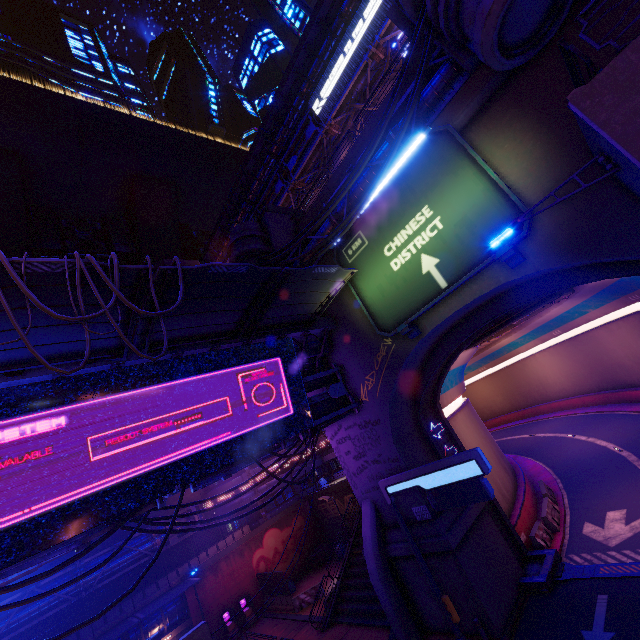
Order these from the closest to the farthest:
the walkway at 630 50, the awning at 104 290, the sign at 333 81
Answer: the walkway at 630 50 → the awning at 104 290 → the sign at 333 81

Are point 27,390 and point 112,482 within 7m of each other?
yes

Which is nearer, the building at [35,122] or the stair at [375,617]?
the stair at [375,617]

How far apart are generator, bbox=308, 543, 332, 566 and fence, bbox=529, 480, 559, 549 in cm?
2134

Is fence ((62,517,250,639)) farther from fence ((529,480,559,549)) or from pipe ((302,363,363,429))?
fence ((529,480,559,549))

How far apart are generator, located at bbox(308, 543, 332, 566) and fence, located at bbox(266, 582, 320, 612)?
5.1m

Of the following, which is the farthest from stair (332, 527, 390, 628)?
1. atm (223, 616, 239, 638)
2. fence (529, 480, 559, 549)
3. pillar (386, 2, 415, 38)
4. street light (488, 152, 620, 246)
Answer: pillar (386, 2, 415, 38)

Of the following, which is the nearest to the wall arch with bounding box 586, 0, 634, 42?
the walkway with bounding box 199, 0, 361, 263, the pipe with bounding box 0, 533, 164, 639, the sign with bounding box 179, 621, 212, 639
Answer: the walkway with bounding box 199, 0, 361, 263
